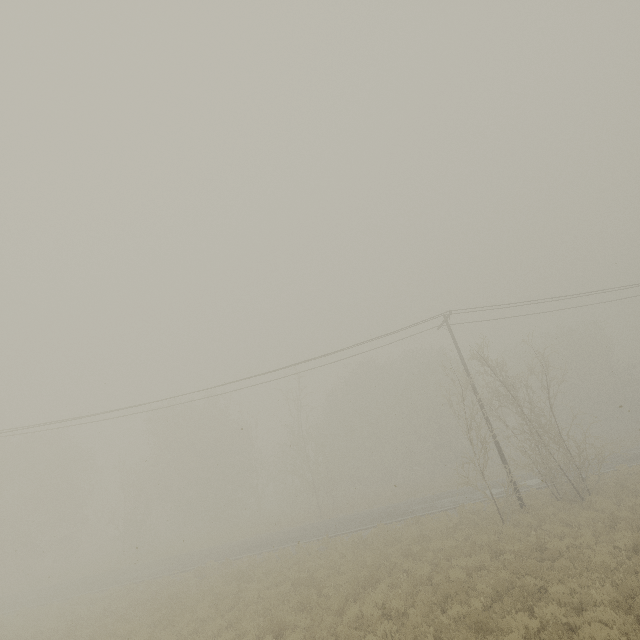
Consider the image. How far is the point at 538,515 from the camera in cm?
1591
